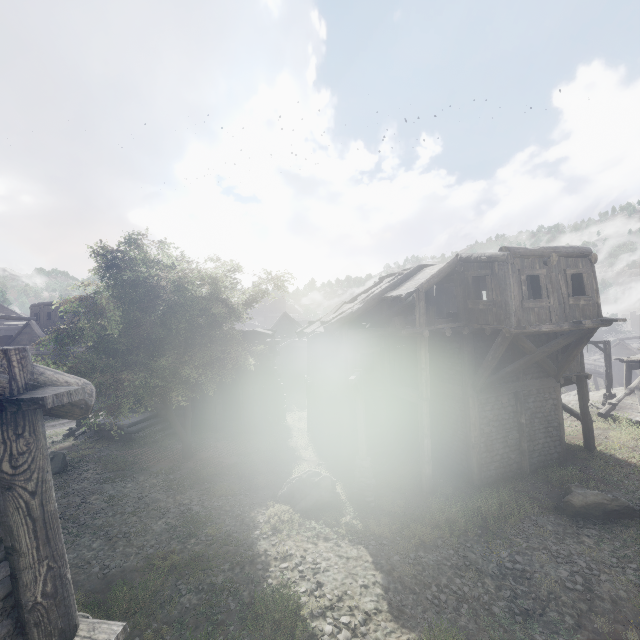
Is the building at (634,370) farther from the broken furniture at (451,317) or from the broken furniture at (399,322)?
the broken furniture at (399,322)

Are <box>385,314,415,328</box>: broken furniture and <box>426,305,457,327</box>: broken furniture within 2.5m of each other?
yes

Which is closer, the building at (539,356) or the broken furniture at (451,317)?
the building at (539,356)

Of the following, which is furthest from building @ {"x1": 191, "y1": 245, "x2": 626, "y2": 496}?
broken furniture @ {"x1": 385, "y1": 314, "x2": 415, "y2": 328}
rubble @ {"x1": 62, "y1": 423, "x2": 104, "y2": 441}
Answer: broken furniture @ {"x1": 385, "y1": 314, "x2": 415, "y2": 328}

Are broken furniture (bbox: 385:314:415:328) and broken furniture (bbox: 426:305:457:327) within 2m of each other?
yes

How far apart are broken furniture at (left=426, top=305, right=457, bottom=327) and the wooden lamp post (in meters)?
3.16

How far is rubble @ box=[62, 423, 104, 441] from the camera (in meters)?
19.69

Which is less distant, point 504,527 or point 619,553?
point 619,553
